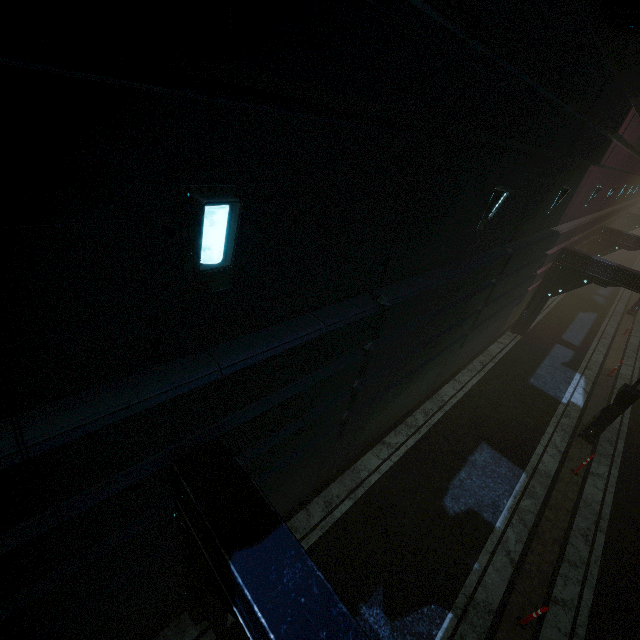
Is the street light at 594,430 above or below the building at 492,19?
below

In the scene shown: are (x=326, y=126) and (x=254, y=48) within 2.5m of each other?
yes

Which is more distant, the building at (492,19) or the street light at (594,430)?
the street light at (594,430)

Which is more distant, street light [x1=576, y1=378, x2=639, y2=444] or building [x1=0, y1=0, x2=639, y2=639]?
street light [x1=576, y1=378, x2=639, y2=444]

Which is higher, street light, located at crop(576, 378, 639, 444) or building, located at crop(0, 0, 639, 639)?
building, located at crop(0, 0, 639, 639)
